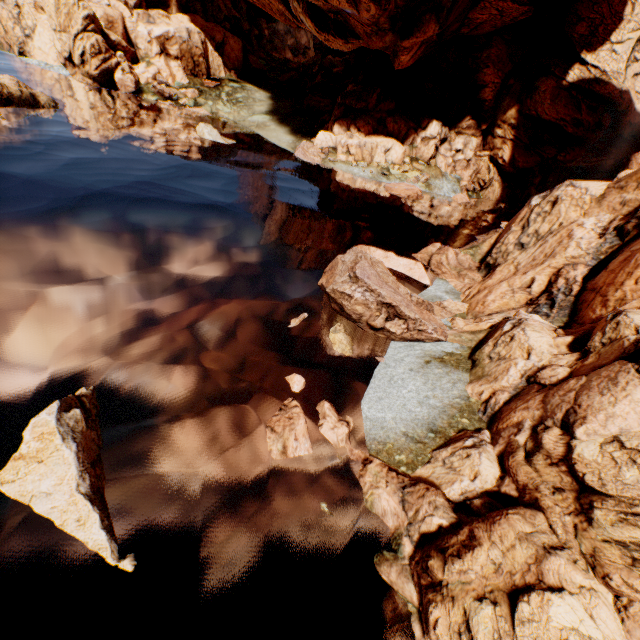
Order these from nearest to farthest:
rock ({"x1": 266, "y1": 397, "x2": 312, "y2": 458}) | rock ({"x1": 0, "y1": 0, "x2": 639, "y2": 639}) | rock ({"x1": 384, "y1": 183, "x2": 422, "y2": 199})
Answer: rock ({"x1": 0, "y1": 0, "x2": 639, "y2": 639}) < rock ({"x1": 266, "y1": 397, "x2": 312, "y2": 458}) < rock ({"x1": 384, "y1": 183, "x2": 422, "y2": 199})

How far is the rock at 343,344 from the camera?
11.55m

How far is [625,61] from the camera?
35.3m

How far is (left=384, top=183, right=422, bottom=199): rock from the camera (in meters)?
32.12
